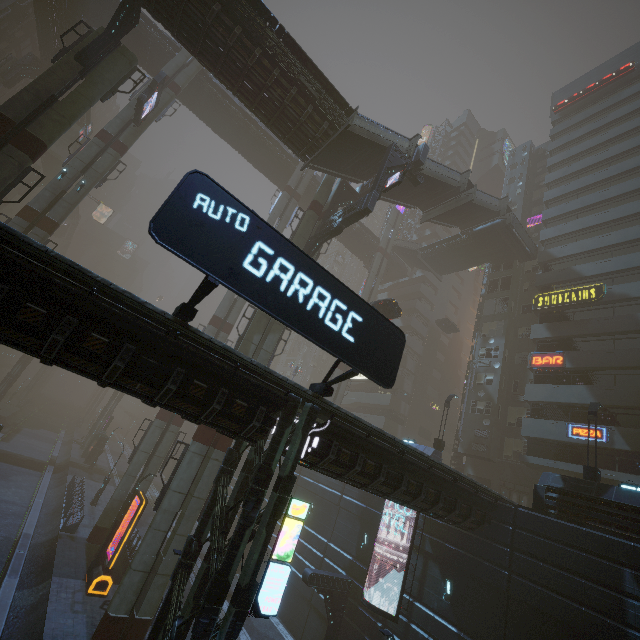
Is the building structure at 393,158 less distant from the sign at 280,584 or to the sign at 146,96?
the sign at 280,584

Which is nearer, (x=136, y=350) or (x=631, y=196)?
(x=136, y=350)

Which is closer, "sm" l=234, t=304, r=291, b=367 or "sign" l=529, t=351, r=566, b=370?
"sm" l=234, t=304, r=291, b=367

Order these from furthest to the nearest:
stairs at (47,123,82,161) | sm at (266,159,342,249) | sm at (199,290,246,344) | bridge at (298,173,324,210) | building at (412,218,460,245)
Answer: building at (412,218,460,245) → stairs at (47,123,82,161) → bridge at (298,173,324,210) → sm at (199,290,246,344) → sm at (266,159,342,249)

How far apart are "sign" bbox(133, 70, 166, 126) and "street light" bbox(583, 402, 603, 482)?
37.44m

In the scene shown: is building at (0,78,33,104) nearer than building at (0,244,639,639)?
No

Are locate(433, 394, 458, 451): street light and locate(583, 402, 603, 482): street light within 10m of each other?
yes

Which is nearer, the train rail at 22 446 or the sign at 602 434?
the train rail at 22 446
